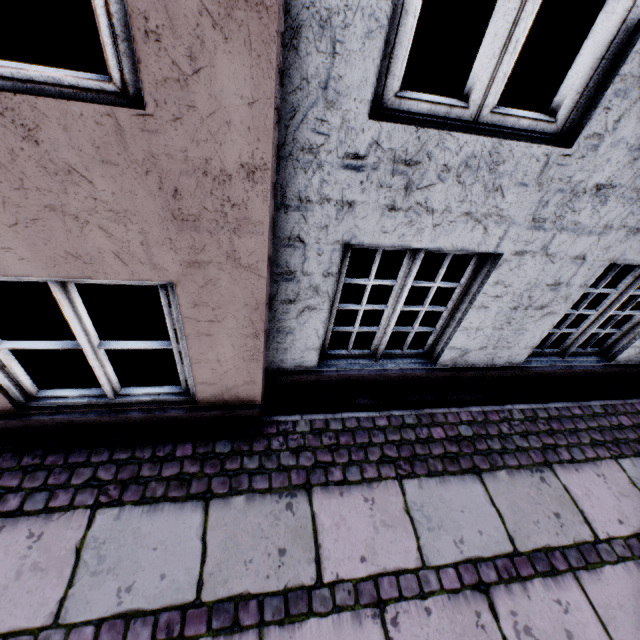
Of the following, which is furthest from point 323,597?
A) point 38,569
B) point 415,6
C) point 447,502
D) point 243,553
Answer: point 415,6
